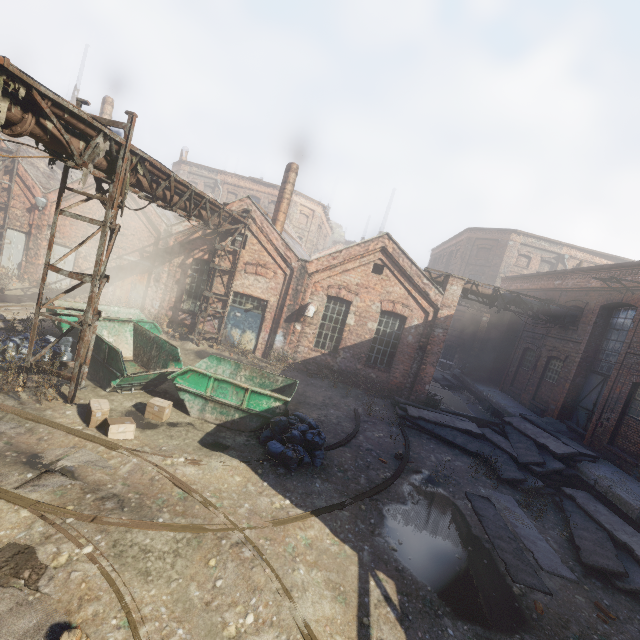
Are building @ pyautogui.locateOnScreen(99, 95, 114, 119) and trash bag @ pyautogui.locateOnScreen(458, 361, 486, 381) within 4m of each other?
no

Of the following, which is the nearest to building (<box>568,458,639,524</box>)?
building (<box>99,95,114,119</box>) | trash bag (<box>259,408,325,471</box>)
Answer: Result: trash bag (<box>259,408,325,471</box>)

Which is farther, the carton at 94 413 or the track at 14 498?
the carton at 94 413

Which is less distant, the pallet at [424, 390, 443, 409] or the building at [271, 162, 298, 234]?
the pallet at [424, 390, 443, 409]

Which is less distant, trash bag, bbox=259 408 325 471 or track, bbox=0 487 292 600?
track, bbox=0 487 292 600

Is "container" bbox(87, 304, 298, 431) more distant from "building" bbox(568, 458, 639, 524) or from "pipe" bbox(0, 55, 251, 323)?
"building" bbox(568, 458, 639, 524)

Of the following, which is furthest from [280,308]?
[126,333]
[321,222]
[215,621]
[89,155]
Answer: [321,222]

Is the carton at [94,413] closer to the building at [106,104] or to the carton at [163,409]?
the carton at [163,409]
